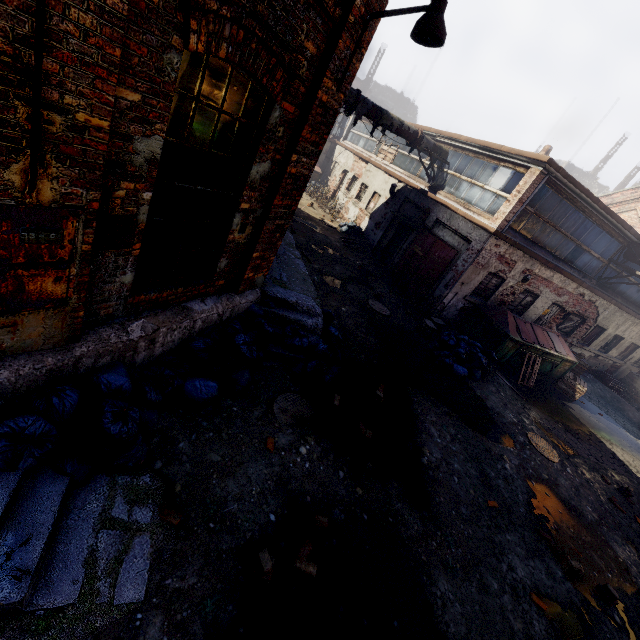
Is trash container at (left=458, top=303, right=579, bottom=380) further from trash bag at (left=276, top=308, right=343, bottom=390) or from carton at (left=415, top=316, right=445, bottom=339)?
trash bag at (left=276, top=308, right=343, bottom=390)

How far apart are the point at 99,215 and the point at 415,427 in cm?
617

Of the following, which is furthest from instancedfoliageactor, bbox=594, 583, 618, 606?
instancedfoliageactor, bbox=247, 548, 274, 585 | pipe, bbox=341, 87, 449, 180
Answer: pipe, bbox=341, 87, 449, 180

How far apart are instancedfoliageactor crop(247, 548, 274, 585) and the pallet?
14.0m

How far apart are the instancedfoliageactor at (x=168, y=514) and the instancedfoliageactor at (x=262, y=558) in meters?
0.9

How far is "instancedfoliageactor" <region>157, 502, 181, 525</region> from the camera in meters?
3.2 m

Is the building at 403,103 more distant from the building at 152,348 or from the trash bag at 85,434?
the trash bag at 85,434

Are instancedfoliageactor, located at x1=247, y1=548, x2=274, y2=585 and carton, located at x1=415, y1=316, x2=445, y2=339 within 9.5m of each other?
yes
